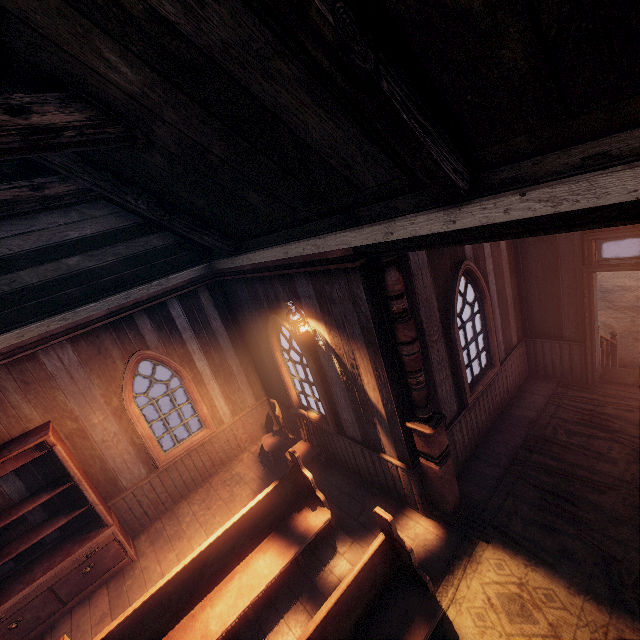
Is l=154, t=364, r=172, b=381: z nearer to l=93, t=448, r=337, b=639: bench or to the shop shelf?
l=93, t=448, r=337, b=639: bench

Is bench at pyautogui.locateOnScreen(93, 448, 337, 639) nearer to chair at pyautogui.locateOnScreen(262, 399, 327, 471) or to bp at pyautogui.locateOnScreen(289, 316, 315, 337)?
chair at pyautogui.locateOnScreen(262, 399, 327, 471)

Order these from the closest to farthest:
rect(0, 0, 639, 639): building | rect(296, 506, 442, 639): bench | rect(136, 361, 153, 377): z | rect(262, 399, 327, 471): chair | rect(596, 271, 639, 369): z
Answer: rect(0, 0, 639, 639): building
rect(296, 506, 442, 639): bench
rect(262, 399, 327, 471): chair
rect(596, 271, 639, 369): z
rect(136, 361, 153, 377): z

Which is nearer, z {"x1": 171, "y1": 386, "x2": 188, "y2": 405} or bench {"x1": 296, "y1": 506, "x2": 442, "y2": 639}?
bench {"x1": 296, "y1": 506, "x2": 442, "y2": 639}

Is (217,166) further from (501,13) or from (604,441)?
(604,441)

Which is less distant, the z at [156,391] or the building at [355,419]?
the building at [355,419]

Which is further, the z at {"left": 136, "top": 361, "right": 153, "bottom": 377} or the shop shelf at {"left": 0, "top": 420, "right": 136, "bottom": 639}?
the z at {"left": 136, "top": 361, "right": 153, "bottom": 377}

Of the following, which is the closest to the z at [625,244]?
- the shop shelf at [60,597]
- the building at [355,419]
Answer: the building at [355,419]
